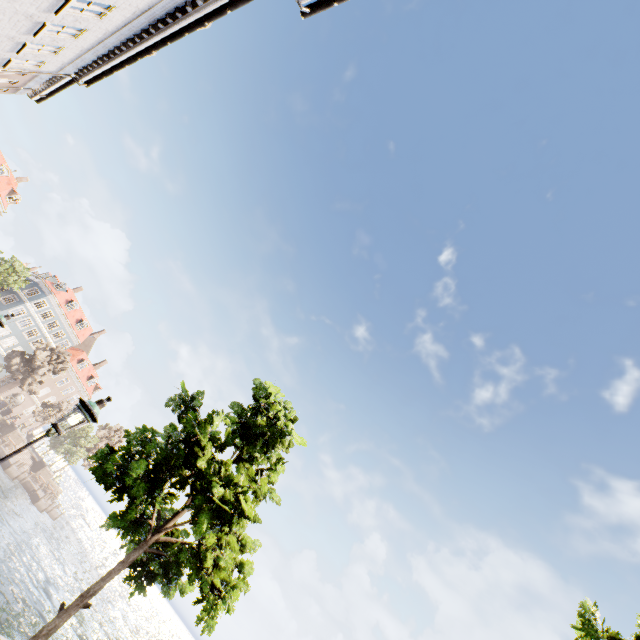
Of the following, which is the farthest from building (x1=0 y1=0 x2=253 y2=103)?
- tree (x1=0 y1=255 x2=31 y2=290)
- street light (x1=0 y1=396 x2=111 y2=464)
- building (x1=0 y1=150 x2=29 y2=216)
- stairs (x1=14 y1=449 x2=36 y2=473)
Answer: stairs (x1=14 y1=449 x2=36 y2=473)

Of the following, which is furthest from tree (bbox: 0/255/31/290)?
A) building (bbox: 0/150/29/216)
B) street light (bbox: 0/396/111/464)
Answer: building (bbox: 0/150/29/216)

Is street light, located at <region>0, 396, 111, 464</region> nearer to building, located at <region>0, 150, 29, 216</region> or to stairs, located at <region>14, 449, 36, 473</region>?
stairs, located at <region>14, 449, 36, 473</region>

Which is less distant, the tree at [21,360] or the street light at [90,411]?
the street light at [90,411]

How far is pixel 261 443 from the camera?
7.7m

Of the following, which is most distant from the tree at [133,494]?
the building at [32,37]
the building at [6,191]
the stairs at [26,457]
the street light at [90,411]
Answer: the stairs at [26,457]

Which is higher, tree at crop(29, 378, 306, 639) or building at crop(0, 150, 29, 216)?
building at crop(0, 150, 29, 216)

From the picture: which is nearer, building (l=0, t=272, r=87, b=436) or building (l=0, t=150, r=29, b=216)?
building (l=0, t=150, r=29, b=216)
